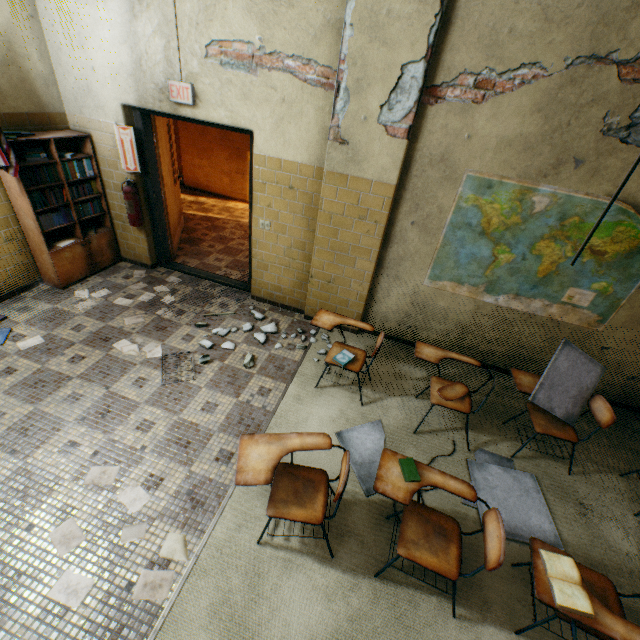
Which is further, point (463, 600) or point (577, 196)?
point (577, 196)

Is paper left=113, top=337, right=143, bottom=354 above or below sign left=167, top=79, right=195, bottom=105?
below

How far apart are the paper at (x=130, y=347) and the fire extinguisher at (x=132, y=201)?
1.72m

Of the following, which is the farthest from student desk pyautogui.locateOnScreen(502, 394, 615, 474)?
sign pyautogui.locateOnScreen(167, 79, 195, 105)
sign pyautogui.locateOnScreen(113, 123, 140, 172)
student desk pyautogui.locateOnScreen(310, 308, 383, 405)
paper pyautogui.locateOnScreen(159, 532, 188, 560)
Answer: sign pyautogui.locateOnScreen(113, 123, 140, 172)

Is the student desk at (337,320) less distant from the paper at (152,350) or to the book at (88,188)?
the paper at (152,350)

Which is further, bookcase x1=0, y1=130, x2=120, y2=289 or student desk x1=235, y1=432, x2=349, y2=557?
bookcase x1=0, y1=130, x2=120, y2=289

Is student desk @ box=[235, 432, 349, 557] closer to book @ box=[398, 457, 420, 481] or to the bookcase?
book @ box=[398, 457, 420, 481]

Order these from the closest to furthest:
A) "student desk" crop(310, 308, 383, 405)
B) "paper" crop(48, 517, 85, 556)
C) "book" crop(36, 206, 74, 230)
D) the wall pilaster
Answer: "paper" crop(48, 517, 85, 556), the wall pilaster, "student desk" crop(310, 308, 383, 405), "book" crop(36, 206, 74, 230)
